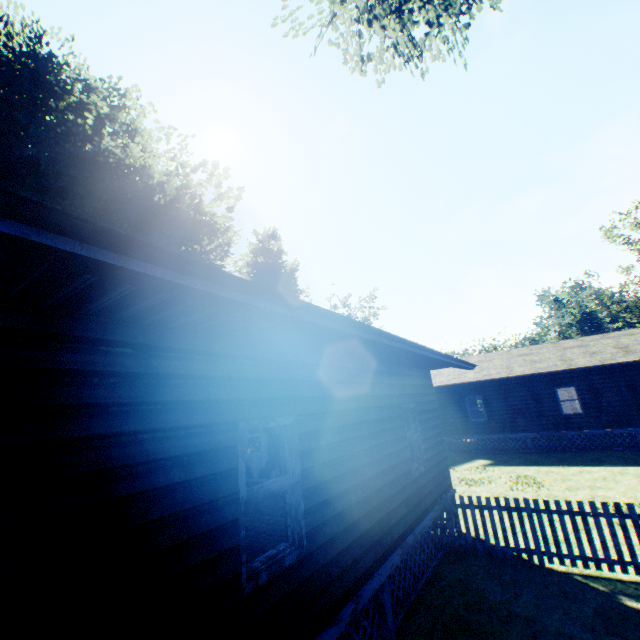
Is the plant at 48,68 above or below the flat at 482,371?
above

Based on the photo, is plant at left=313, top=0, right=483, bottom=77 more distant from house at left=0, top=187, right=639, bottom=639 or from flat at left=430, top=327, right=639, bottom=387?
flat at left=430, top=327, right=639, bottom=387

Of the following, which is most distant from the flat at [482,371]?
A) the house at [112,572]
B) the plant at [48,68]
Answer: the house at [112,572]

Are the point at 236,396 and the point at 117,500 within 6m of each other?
yes

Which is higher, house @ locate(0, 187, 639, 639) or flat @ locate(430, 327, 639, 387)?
flat @ locate(430, 327, 639, 387)

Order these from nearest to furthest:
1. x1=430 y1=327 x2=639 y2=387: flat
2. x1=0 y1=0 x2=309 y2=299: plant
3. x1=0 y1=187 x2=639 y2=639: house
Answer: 1. x1=0 y1=187 x2=639 y2=639: house
2. x1=0 y1=0 x2=309 y2=299: plant
3. x1=430 y1=327 x2=639 y2=387: flat

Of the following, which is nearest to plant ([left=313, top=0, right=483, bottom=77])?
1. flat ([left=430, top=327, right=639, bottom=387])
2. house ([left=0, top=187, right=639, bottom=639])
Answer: house ([left=0, top=187, right=639, bottom=639])
